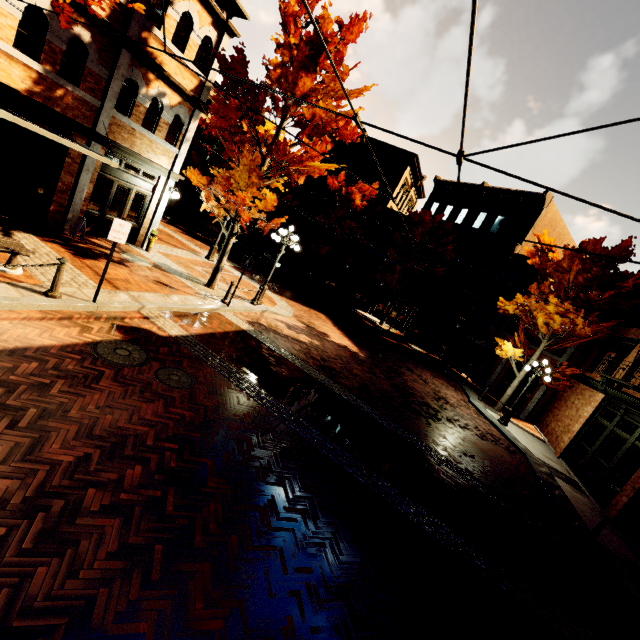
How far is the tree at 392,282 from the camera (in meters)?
25.41

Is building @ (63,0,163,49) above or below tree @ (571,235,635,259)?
below

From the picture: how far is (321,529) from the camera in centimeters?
466cm

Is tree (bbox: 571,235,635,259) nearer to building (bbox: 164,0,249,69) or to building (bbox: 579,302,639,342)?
building (bbox: 164,0,249,69)

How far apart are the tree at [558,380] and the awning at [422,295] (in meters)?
8.72

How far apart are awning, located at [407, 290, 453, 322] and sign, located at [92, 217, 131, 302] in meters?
20.7 m

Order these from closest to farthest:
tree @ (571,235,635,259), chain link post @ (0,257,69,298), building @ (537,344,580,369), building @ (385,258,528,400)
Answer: chain link post @ (0,257,69,298), tree @ (571,235,635,259), building @ (537,344,580,369), building @ (385,258,528,400)

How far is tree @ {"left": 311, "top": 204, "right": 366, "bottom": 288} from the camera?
27.06m
